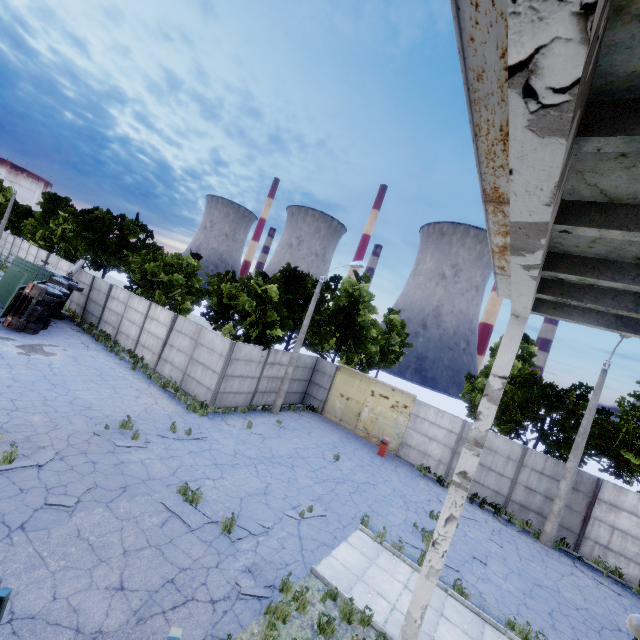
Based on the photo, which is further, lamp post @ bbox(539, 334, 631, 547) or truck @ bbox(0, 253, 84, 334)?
truck @ bbox(0, 253, 84, 334)

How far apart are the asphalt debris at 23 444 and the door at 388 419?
15.8 meters

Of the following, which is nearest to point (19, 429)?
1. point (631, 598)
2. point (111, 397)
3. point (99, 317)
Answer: Answer: point (111, 397)

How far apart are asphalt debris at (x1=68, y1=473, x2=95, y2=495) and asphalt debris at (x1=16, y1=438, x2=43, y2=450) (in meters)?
1.01

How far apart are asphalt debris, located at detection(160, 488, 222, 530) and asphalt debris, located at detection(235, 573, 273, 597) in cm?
79

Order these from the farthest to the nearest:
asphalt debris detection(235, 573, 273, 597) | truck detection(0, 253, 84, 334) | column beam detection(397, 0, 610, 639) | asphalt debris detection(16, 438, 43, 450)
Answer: truck detection(0, 253, 84, 334) < asphalt debris detection(16, 438, 43, 450) < asphalt debris detection(235, 573, 273, 597) < column beam detection(397, 0, 610, 639)

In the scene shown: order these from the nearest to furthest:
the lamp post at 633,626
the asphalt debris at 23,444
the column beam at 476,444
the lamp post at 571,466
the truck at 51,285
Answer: the column beam at 476,444 → the lamp post at 633,626 → the asphalt debris at 23,444 → the lamp post at 571,466 → the truck at 51,285

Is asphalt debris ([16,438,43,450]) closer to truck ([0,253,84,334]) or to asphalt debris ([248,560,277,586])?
asphalt debris ([248,560,277,586])
